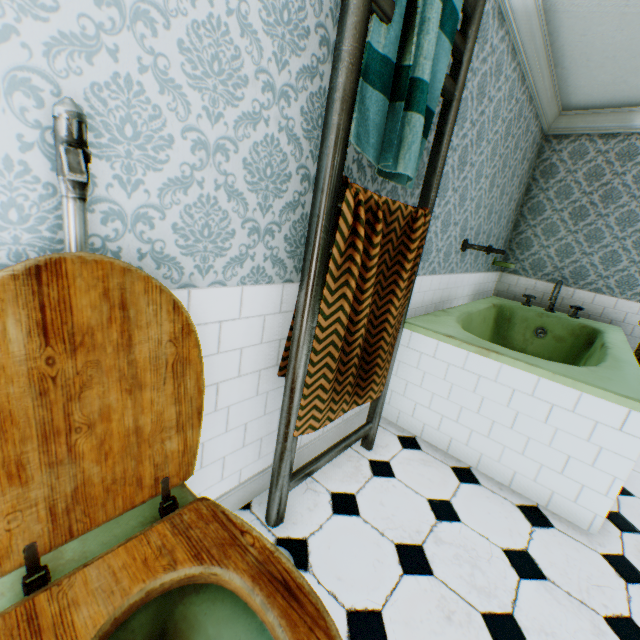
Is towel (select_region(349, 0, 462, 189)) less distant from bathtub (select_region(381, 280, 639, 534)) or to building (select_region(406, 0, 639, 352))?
building (select_region(406, 0, 639, 352))

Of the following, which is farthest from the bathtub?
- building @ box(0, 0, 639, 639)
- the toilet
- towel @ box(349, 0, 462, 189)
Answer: the toilet

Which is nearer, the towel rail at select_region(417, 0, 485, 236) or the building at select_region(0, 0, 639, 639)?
the building at select_region(0, 0, 639, 639)

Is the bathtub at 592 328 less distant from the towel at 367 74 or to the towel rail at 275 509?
the towel rail at 275 509

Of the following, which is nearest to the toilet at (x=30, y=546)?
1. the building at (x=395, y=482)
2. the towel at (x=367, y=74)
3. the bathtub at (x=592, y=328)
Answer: the building at (x=395, y=482)

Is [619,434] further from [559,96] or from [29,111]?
[559,96]

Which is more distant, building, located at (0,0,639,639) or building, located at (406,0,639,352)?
building, located at (406,0,639,352)

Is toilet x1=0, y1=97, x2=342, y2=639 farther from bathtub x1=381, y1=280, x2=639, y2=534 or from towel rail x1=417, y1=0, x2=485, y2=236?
bathtub x1=381, y1=280, x2=639, y2=534
